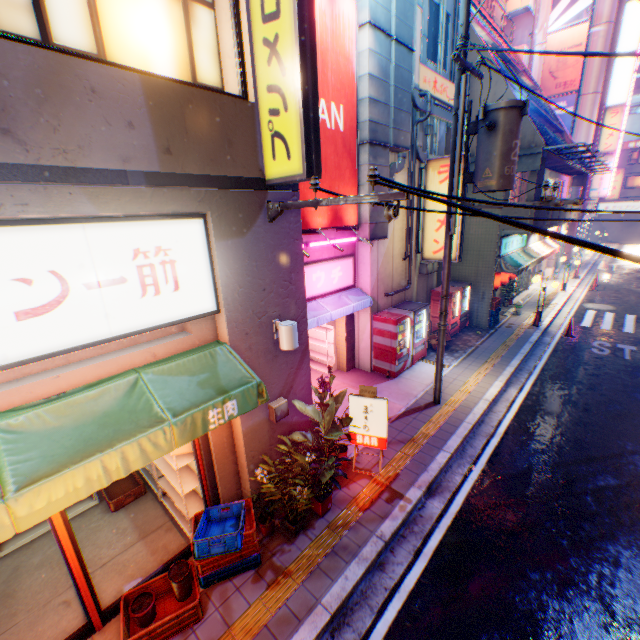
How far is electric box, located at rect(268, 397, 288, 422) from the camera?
5.40m

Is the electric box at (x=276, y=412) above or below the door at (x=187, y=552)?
above

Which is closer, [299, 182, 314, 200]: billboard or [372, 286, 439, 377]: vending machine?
[299, 182, 314, 200]: billboard

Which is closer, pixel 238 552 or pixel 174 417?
pixel 174 417

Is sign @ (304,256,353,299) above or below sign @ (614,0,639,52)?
below

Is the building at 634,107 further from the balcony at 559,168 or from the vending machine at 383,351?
the vending machine at 383,351

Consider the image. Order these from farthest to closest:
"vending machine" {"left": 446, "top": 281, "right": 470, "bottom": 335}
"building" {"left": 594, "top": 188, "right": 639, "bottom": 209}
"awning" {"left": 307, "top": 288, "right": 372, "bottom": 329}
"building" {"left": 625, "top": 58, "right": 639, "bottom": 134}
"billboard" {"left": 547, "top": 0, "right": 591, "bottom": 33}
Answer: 1. "building" {"left": 625, "top": 58, "right": 639, "bottom": 134}
2. "building" {"left": 594, "top": 188, "right": 639, "bottom": 209}
3. "billboard" {"left": 547, "top": 0, "right": 591, "bottom": 33}
4. "vending machine" {"left": 446, "top": 281, "right": 470, "bottom": 335}
5. "awning" {"left": 307, "top": 288, "right": 372, "bottom": 329}

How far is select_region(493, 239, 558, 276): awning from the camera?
13.6m
